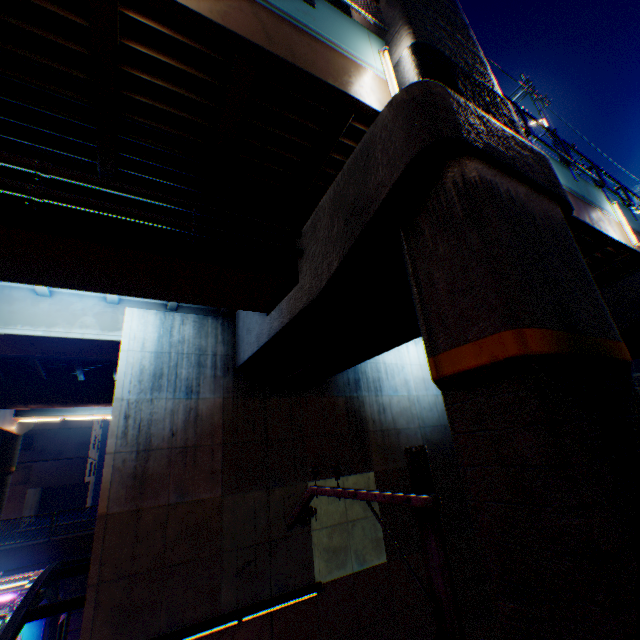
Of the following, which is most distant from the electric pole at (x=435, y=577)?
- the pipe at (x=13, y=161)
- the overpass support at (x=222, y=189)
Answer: the pipe at (x=13, y=161)

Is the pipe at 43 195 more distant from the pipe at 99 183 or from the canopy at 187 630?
the canopy at 187 630

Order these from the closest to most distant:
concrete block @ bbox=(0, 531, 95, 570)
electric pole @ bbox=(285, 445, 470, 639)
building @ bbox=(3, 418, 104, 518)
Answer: electric pole @ bbox=(285, 445, 470, 639) < concrete block @ bbox=(0, 531, 95, 570) < building @ bbox=(3, 418, 104, 518)

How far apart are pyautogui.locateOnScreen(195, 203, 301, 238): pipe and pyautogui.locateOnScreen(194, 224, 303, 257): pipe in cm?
30

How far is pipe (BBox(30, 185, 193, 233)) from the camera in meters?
5.3

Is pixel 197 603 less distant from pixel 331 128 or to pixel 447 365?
pixel 447 365
